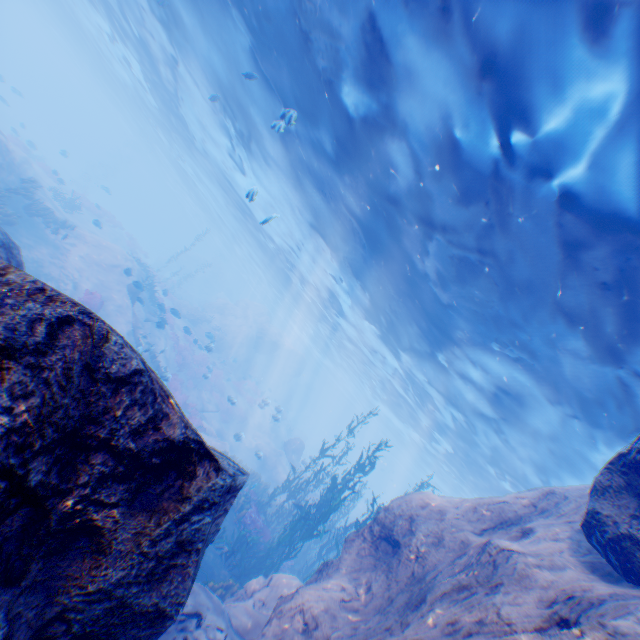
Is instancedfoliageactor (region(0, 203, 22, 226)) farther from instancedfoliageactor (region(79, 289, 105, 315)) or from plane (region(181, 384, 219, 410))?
plane (region(181, 384, 219, 410))

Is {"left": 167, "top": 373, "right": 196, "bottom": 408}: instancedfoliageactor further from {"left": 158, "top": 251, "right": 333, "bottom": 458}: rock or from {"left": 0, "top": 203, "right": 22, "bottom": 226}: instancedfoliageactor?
{"left": 0, "top": 203, "right": 22, "bottom": 226}: instancedfoliageactor

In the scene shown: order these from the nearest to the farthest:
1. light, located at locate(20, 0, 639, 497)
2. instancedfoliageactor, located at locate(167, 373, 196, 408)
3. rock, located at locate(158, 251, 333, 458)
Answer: light, located at locate(20, 0, 639, 497) → instancedfoliageactor, located at locate(167, 373, 196, 408) → rock, located at locate(158, 251, 333, 458)

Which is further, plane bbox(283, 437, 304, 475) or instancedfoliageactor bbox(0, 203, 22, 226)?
plane bbox(283, 437, 304, 475)

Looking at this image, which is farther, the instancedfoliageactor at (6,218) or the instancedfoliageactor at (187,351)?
the instancedfoliageactor at (187,351)

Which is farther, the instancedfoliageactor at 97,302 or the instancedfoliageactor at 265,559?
the instancedfoliageactor at 97,302

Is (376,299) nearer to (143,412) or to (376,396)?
(143,412)

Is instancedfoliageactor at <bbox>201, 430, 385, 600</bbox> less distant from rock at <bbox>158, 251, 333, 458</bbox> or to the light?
rock at <bbox>158, 251, 333, 458</bbox>
